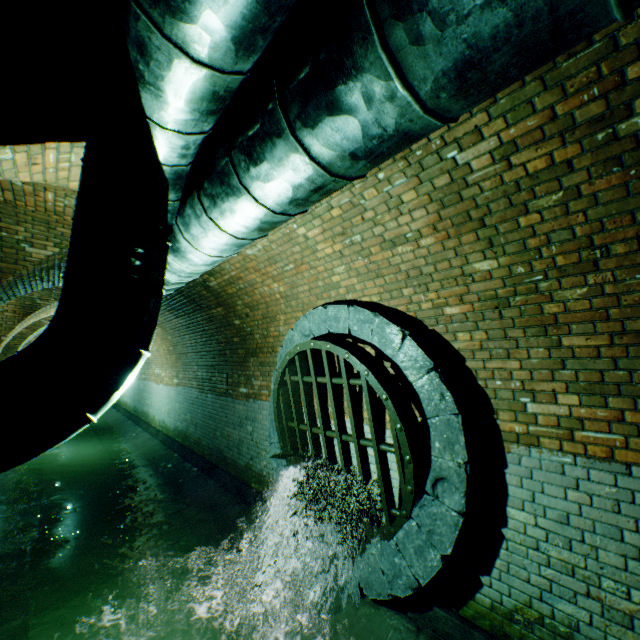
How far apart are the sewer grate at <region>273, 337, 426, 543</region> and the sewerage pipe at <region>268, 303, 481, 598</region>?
0.0 meters

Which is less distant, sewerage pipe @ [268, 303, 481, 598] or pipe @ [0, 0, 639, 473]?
pipe @ [0, 0, 639, 473]

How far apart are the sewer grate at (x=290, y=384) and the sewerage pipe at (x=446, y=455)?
0.01m

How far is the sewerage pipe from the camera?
2.96m

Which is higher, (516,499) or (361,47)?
(361,47)

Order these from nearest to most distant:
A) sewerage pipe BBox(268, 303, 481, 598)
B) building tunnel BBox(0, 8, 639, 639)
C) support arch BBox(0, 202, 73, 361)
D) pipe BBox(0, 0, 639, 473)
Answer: pipe BBox(0, 0, 639, 473) → building tunnel BBox(0, 8, 639, 639) → sewerage pipe BBox(268, 303, 481, 598) → support arch BBox(0, 202, 73, 361)

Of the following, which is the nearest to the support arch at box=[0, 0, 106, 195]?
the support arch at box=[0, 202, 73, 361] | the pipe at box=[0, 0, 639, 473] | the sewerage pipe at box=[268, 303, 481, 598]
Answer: the pipe at box=[0, 0, 639, 473]

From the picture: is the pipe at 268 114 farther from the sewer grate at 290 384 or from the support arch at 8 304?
the sewer grate at 290 384
